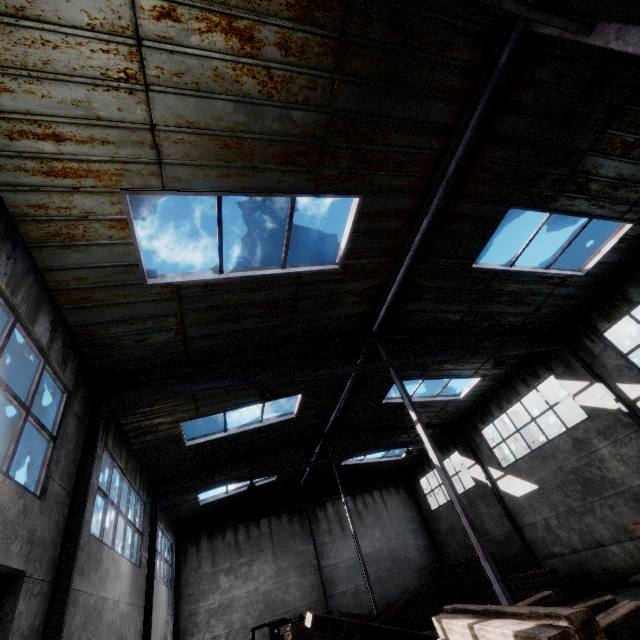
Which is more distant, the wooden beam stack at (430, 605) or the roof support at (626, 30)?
the wooden beam stack at (430, 605)

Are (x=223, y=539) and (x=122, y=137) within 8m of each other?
no

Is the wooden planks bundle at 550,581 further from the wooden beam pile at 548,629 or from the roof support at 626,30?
the roof support at 626,30

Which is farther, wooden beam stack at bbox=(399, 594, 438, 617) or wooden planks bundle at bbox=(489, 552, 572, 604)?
wooden beam stack at bbox=(399, 594, 438, 617)

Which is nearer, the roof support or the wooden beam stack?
the roof support

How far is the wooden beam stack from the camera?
16.19m

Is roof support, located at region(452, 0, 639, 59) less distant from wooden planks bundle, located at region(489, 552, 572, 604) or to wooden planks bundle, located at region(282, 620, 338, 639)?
wooden planks bundle, located at region(489, 552, 572, 604)

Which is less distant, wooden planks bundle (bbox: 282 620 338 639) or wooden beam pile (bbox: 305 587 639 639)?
wooden beam pile (bbox: 305 587 639 639)
